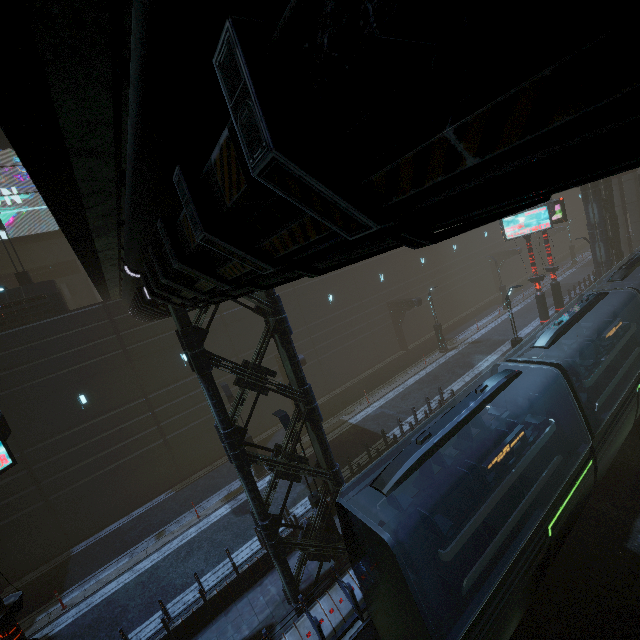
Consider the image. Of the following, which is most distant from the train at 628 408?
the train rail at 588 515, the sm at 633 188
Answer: the sm at 633 188

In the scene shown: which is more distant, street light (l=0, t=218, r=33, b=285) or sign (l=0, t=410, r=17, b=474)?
street light (l=0, t=218, r=33, b=285)

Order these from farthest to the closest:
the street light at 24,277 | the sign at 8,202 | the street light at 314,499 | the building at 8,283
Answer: Answer: the sign at 8,202, the street light at 24,277, the building at 8,283, the street light at 314,499

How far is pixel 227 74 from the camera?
1.42m

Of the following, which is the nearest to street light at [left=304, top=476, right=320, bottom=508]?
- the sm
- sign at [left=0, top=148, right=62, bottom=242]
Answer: the sm

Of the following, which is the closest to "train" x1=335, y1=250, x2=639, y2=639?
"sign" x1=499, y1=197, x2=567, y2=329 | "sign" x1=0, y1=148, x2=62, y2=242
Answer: "sign" x1=499, y1=197, x2=567, y2=329

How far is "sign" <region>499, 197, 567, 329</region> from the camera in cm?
1934

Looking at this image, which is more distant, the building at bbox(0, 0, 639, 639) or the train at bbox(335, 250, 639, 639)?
the train at bbox(335, 250, 639, 639)
